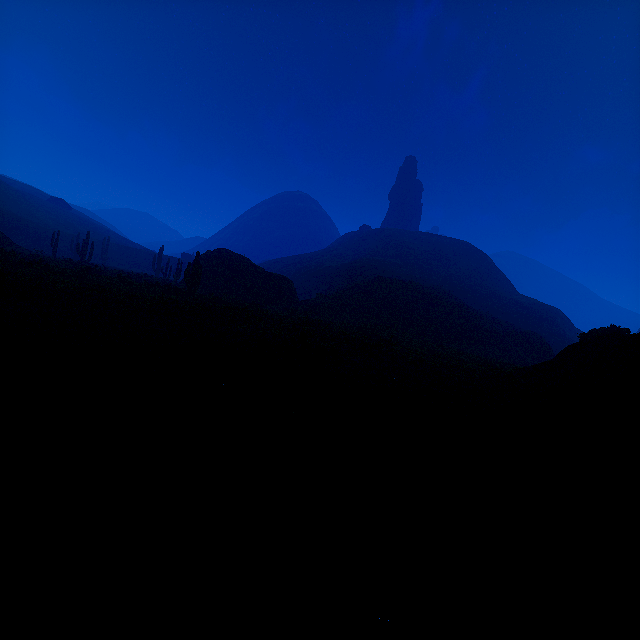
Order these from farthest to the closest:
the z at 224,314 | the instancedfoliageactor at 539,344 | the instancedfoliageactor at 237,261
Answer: the instancedfoliageactor at 539,344 → the instancedfoliageactor at 237,261 → the z at 224,314

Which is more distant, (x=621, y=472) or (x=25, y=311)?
(x=25, y=311)

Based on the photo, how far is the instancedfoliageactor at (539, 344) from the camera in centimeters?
3559cm

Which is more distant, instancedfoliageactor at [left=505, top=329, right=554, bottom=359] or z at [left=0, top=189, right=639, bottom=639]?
instancedfoliageactor at [left=505, top=329, right=554, bottom=359]

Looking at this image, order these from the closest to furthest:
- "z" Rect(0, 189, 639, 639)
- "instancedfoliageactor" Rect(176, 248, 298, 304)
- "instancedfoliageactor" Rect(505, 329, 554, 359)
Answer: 1. "z" Rect(0, 189, 639, 639)
2. "instancedfoliageactor" Rect(176, 248, 298, 304)
3. "instancedfoliageactor" Rect(505, 329, 554, 359)

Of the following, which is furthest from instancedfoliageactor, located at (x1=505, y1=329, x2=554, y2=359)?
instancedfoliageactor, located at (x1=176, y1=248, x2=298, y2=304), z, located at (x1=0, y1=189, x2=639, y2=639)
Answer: instancedfoliageactor, located at (x1=176, y1=248, x2=298, y2=304)

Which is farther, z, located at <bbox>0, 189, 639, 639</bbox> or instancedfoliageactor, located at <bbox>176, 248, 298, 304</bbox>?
instancedfoliageactor, located at <bbox>176, 248, 298, 304</bbox>

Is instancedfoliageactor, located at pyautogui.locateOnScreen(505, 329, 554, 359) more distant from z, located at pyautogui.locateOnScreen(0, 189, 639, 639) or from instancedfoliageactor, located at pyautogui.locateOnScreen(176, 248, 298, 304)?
instancedfoliageactor, located at pyautogui.locateOnScreen(176, 248, 298, 304)
